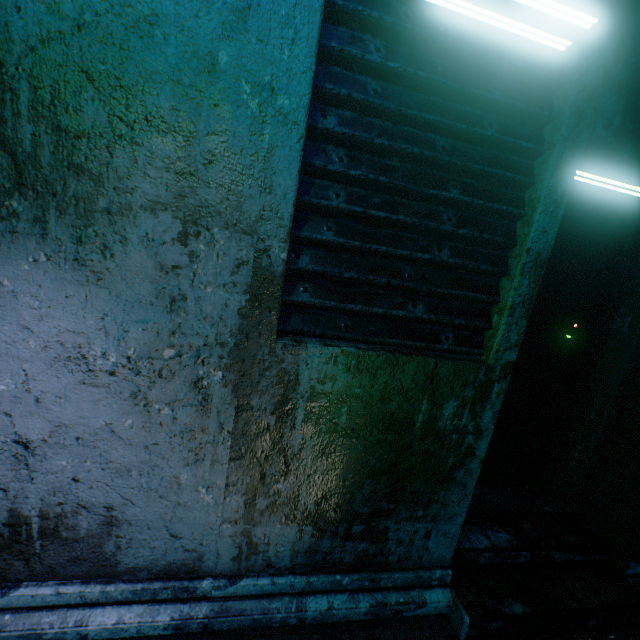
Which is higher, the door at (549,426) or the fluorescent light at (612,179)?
the fluorescent light at (612,179)

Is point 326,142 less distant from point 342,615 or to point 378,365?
point 378,365

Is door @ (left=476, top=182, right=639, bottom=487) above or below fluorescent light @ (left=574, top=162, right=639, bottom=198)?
below
